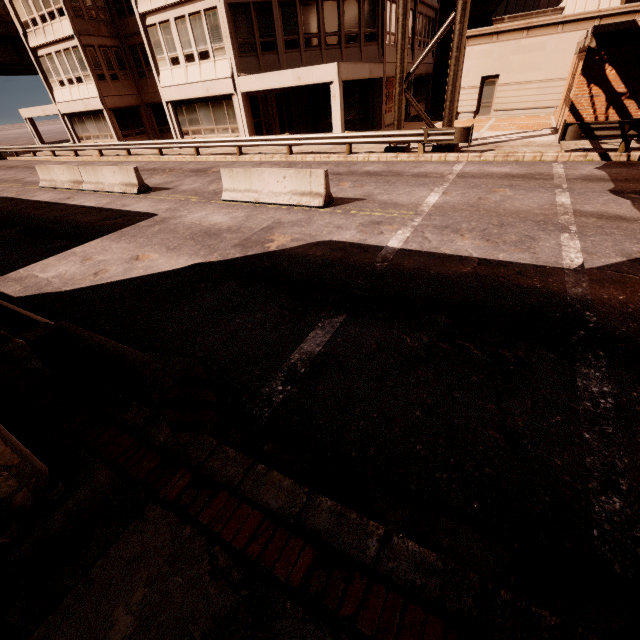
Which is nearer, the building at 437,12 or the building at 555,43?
the building at 555,43

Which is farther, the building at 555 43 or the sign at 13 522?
the building at 555 43

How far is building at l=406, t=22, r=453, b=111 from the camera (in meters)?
27.91

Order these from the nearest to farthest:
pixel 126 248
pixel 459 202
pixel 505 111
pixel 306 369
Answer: pixel 306 369
pixel 126 248
pixel 459 202
pixel 505 111

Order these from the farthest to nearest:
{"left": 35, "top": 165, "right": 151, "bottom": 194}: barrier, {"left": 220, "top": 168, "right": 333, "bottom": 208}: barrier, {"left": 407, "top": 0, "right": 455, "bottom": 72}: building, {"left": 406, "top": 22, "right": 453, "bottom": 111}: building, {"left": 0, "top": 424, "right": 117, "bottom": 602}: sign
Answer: {"left": 406, "top": 22, "right": 453, "bottom": 111}: building < {"left": 407, "top": 0, "right": 455, "bottom": 72}: building < {"left": 35, "top": 165, "right": 151, "bottom": 194}: barrier < {"left": 220, "top": 168, "right": 333, "bottom": 208}: barrier < {"left": 0, "top": 424, "right": 117, "bottom": 602}: sign

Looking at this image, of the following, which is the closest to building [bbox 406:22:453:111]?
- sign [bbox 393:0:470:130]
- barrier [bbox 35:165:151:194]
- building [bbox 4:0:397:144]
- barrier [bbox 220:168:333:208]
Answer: building [bbox 4:0:397:144]

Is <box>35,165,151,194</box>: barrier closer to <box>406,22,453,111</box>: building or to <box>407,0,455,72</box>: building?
<box>407,0,455,72</box>: building

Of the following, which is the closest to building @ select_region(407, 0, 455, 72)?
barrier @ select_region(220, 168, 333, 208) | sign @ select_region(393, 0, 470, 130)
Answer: sign @ select_region(393, 0, 470, 130)
